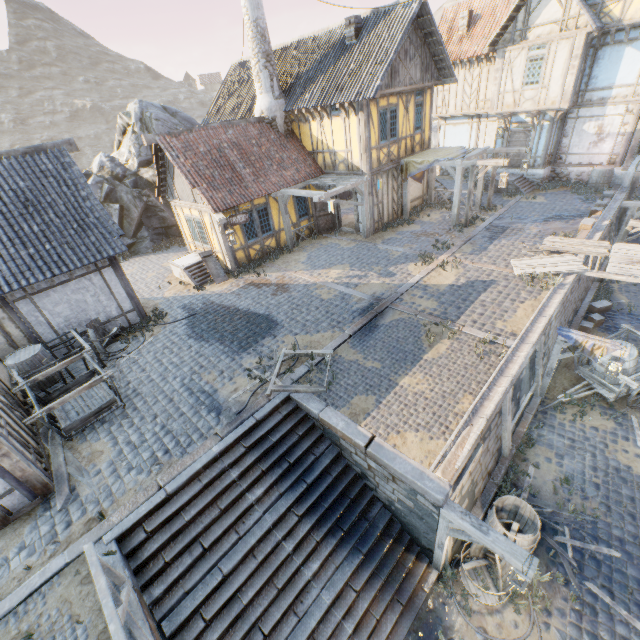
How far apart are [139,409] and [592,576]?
11.3 meters

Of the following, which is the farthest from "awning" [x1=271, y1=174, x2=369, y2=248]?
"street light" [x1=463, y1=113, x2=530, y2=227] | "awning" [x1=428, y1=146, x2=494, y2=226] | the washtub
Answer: "street light" [x1=463, y1=113, x2=530, y2=227]

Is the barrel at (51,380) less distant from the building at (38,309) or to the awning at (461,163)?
the building at (38,309)

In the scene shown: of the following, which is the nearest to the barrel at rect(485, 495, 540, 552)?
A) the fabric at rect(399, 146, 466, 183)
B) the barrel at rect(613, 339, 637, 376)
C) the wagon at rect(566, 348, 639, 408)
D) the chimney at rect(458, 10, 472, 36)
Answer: the wagon at rect(566, 348, 639, 408)

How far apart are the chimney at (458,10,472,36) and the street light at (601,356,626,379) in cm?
2162

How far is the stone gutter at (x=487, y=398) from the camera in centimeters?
647cm

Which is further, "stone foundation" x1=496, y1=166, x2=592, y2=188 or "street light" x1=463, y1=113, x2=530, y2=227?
"stone foundation" x1=496, y1=166, x2=592, y2=188

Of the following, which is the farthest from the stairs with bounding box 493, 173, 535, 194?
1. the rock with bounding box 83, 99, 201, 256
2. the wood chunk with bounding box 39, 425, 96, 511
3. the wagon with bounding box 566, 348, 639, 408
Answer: the wood chunk with bounding box 39, 425, 96, 511
